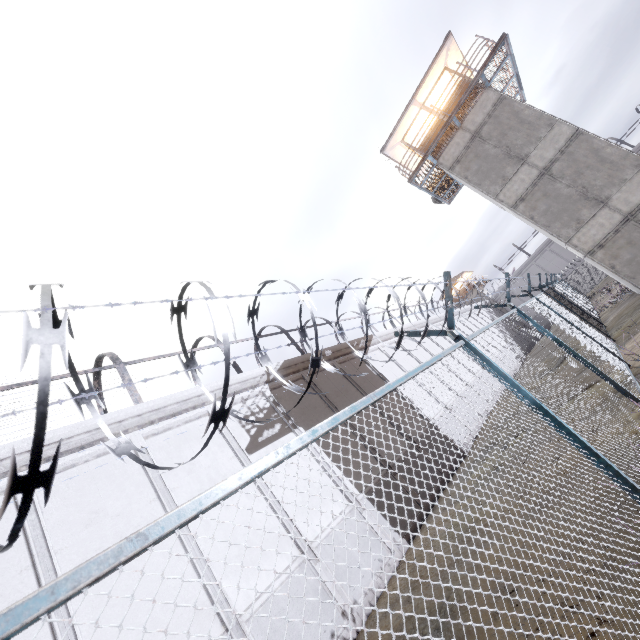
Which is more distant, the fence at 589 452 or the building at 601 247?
the building at 601 247

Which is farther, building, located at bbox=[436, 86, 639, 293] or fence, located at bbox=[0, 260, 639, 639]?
building, located at bbox=[436, 86, 639, 293]

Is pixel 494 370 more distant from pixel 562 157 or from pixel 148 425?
pixel 562 157
